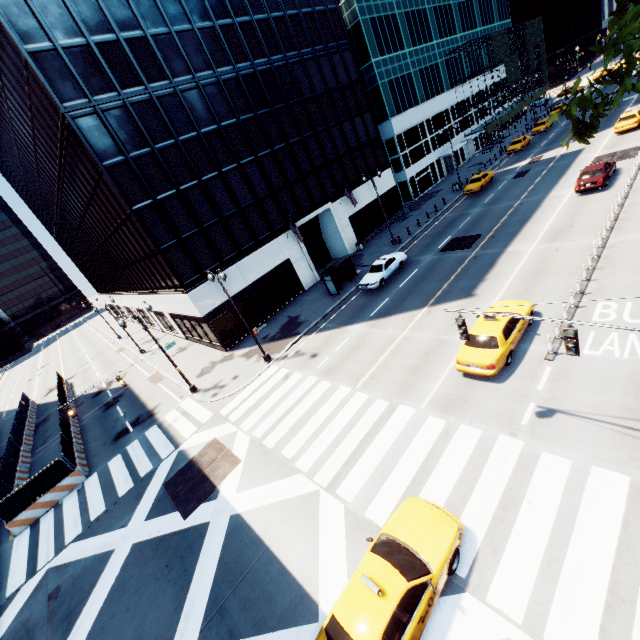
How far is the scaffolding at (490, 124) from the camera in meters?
51.0 m

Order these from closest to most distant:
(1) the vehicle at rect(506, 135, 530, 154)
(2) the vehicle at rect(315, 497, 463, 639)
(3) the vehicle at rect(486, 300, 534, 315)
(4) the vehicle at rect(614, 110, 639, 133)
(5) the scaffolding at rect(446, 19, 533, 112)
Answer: (2) the vehicle at rect(315, 497, 463, 639) < (3) the vehicle at rect(486, 300, 534, 315) < (4) the vehicle at rect(614, 110, 639, 133) < (1) the vehicle at rect(506, 135, 530, 154) < (5) the scaffolding at rect(446, 19, 533, 112)

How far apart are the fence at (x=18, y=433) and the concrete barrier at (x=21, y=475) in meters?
0.0 m

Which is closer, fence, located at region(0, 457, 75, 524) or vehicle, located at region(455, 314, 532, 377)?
vehicle, located at region(455, 314, 532, 377)

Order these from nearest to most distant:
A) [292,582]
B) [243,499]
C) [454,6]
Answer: [292,582] → [243,499] → [454,6]

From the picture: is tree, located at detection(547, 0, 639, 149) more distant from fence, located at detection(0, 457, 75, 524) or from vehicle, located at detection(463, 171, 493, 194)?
fence, located at detection(0, 457, 75, 524)

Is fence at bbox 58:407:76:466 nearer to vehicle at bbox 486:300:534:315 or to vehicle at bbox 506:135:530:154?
vehicle at bbox 486:300:534:315
